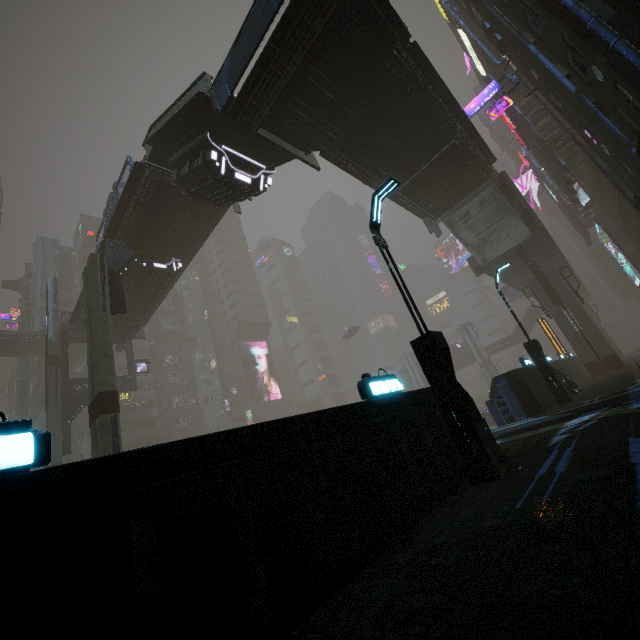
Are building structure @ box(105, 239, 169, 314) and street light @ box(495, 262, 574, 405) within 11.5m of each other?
no

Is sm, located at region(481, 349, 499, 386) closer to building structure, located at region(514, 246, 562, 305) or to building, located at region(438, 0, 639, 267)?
building structure, located at region(514, 246, 562, 305)

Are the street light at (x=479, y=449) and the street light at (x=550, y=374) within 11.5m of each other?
yes

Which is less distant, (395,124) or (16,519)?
(16,519)

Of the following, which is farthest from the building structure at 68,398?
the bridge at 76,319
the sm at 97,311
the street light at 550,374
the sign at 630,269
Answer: the sign at 630,269

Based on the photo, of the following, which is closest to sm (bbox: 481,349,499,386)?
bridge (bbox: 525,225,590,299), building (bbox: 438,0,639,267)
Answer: building (bbox: 438,0,639,267)

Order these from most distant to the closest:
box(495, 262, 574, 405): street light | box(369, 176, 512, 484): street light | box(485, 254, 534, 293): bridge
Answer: box(485, 254, 534, 293): bridge, box(495, 262, 574, 405): street light, box(369, 176, 512, 484): street light

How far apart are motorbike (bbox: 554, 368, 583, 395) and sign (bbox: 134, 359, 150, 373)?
34.51m
